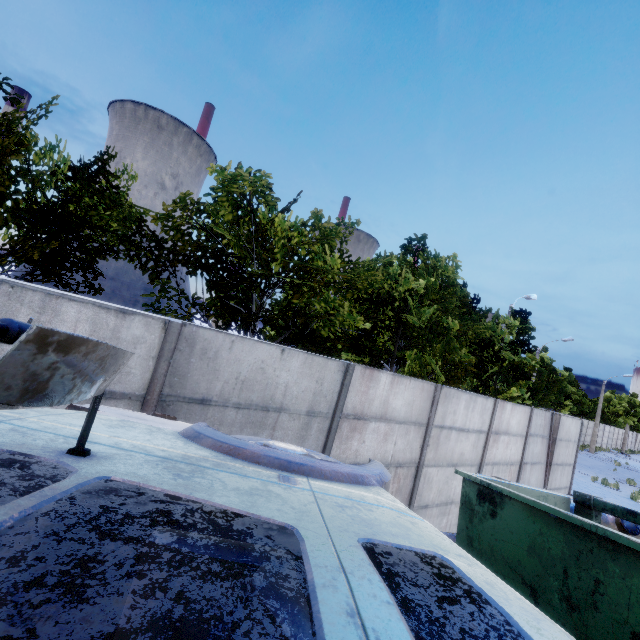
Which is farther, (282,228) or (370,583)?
(282,228)
